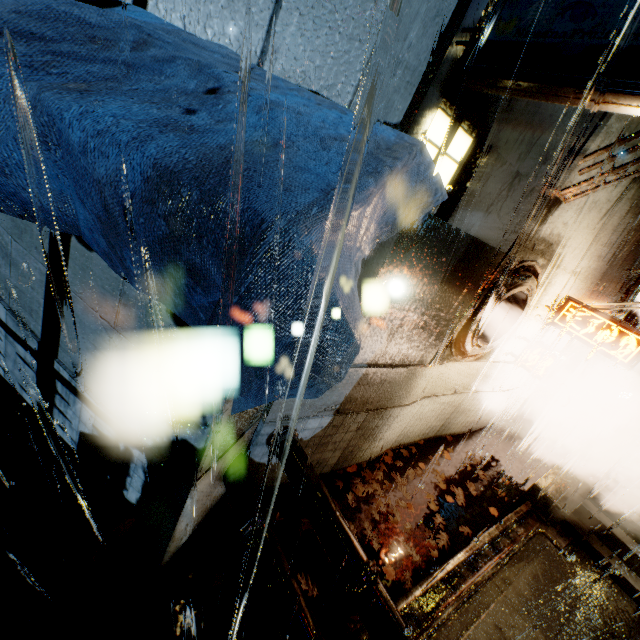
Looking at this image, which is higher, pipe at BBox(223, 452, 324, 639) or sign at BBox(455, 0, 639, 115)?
sign at BBox(455, 0, 639, 115)

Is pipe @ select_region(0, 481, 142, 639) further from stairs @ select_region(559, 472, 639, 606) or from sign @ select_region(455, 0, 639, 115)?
stairs @ select_region(559, 472, 639, 606)

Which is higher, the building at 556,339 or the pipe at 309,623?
the building at 556,339

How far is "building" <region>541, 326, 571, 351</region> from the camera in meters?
10.1

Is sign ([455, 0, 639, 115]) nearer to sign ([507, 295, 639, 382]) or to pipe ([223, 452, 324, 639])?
pipe ([223, 452, 324, 639])

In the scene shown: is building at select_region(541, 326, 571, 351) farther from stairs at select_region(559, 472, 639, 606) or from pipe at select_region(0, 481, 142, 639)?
stairs at select_region(559, 472, 639, 606)

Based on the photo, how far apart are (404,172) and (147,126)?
1.9 meters

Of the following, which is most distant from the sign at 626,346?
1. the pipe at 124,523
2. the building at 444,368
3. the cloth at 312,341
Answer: the pipe at 124,523
